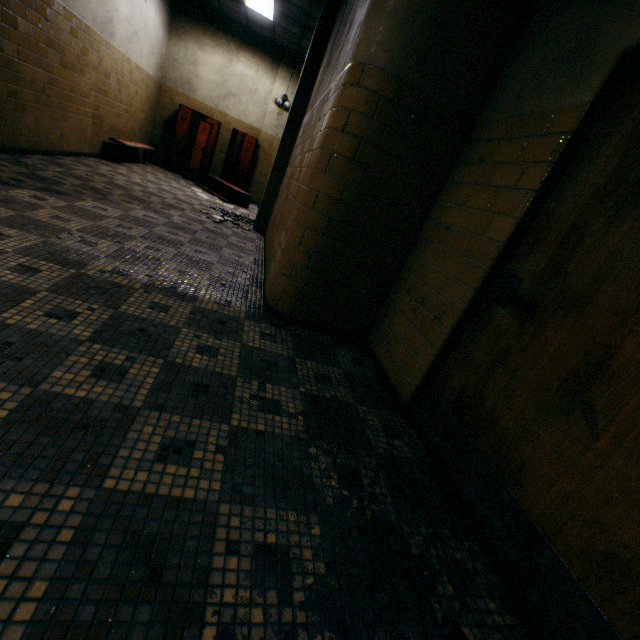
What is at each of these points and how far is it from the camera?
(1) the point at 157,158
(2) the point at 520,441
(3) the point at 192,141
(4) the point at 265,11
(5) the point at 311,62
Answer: (1) trash can, 8.80m
(2) door, 1.45m
(3) locker, 9.08m
(4) lamp, 6.92m
(5) column, 5.19m

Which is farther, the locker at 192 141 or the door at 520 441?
the locker at 192 141

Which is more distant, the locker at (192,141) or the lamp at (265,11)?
the locker at (192,141)

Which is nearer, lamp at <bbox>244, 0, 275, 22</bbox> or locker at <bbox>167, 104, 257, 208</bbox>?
lamp at <bbox>244, 0, 275, 22</bbox>

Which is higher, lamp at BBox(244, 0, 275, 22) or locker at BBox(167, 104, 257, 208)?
lamp at BBox(244, 0, 275, 22)

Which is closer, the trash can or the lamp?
the lamp

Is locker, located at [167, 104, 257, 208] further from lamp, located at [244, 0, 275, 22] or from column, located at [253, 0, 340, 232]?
lamp, located at [244, 0, 275, 22]

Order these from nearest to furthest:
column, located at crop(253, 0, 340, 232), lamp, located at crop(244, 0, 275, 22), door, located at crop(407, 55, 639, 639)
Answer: door, located at crop(407, 55, 639, 639)
column, located at crop(253, 0, 340, 232)
lamp, located at crop(244, 0, 275, 22)
